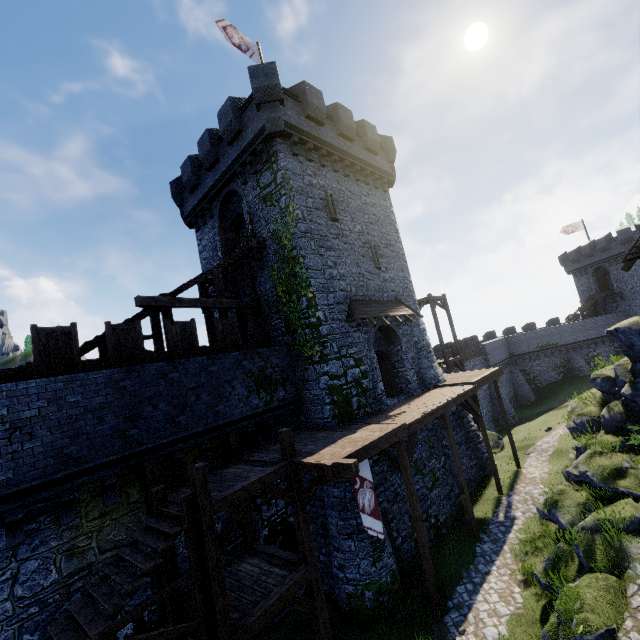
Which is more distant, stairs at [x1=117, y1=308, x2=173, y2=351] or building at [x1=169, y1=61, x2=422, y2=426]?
building at [x1=169, y1=61, x2=422, y2=426]

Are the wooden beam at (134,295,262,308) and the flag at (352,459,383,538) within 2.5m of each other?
no

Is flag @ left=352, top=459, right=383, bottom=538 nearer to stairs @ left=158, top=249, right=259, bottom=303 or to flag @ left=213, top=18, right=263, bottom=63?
stairs @ left=158, top=249, right=259, bottom=303

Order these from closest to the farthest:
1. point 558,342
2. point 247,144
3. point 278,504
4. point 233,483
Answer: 1. point 233,483
2. point 278,504
3. point 247,144
4. point 558,342

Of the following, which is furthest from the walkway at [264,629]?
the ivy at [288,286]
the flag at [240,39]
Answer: the flag at [240,39]

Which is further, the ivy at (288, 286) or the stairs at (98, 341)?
the ivy at (288, 286)

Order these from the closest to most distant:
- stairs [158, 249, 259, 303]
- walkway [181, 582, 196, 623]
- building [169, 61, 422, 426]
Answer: walkway [181, 582, 196, 623], stairs [158, 249, 259, 303], building [169, 61, 422, 426]

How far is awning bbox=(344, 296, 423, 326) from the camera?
15.5 meters
